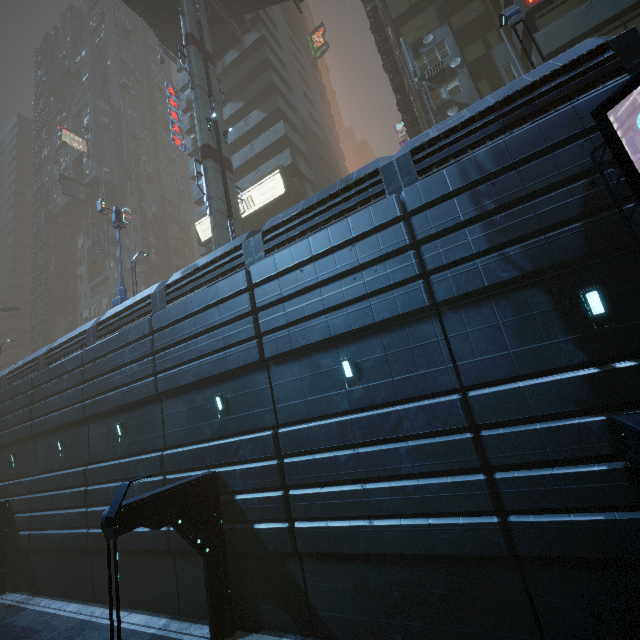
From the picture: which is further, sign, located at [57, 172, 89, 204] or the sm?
sign, located at [57, 172, 89, 204]

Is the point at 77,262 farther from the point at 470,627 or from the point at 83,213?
the point at 470,627

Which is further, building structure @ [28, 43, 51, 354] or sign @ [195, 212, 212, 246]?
building structure @ [28, 43, 51, 354]

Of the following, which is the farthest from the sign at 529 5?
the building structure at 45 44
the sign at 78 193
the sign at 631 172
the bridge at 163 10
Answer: the building structure at 45 44

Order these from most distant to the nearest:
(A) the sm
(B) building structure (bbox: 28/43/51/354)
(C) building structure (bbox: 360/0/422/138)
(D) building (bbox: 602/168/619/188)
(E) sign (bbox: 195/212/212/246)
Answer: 1. (B) building structure (bbox: 28/43/51/354)
2. (E) sign (bbox: 195/212/212/246)
3. (C) building structure (bbox: 360/0/422/138)
4. (A) the sm
5. (D) building (bbox: 602/168/619/188)

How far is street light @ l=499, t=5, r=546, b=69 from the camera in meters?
10.9

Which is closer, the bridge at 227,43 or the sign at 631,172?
the sign at 631,172

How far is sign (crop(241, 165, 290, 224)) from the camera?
26.50m
